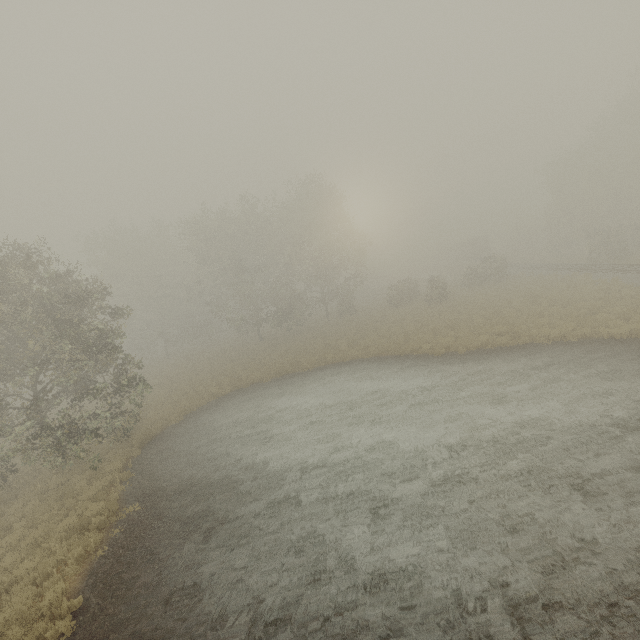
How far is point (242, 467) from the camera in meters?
12.8

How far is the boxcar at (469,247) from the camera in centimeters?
5603cm

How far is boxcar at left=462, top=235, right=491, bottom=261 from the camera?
56.0 meters
